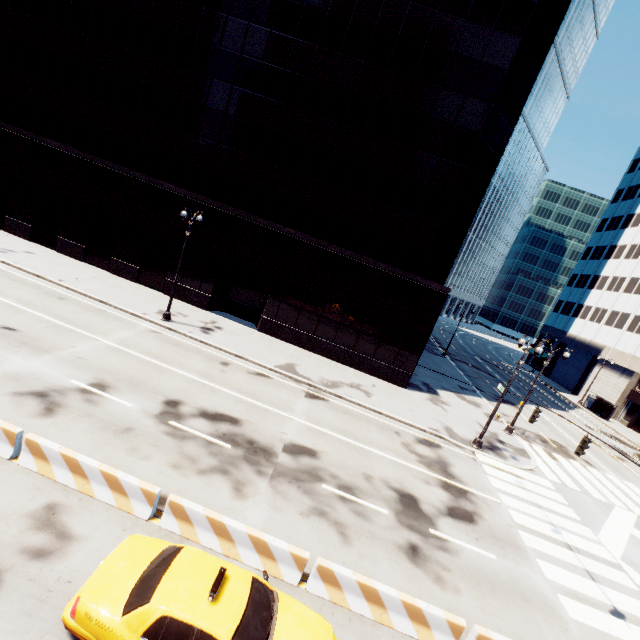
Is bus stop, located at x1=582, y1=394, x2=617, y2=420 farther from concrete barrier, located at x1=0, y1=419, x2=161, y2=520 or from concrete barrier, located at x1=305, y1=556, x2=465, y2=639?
concrete barrier, located at x1=0, y1=419, x2=161, y2=520

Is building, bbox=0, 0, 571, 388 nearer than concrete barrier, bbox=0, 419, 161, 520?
No

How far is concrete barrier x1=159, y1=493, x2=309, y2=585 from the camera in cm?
827

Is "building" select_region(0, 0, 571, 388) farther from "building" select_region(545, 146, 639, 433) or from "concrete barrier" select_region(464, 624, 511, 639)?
"building" select_region(545, 146, 639, 433)

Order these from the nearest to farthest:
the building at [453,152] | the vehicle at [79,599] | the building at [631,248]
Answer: the vehicle at [79,599]
the building at [453,152]
the building at [631,248]

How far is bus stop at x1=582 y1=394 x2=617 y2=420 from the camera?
40.8 meters

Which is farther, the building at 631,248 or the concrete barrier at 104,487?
the building at 631,248

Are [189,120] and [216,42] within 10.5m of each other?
yes
